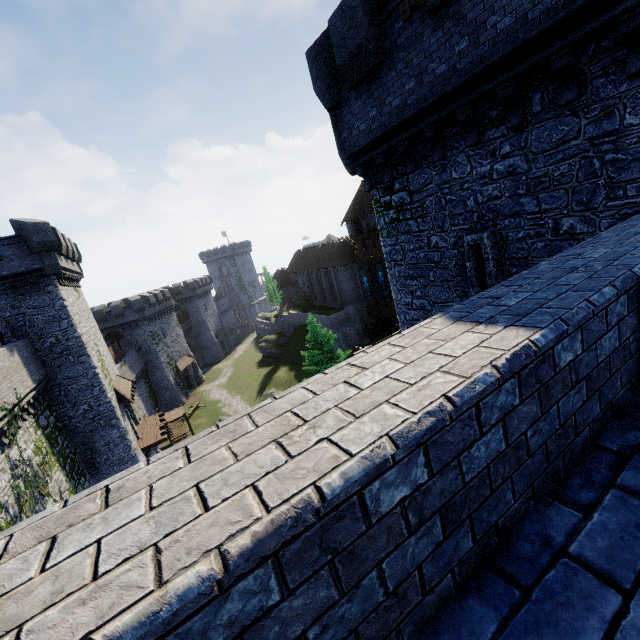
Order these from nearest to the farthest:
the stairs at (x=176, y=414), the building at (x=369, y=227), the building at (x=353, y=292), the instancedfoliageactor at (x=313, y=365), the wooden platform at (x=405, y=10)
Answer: the wooden platform at (x=405, y=10)
the instancedfoliageactor at (x=313, y=365)
the stairs at (x=176, y=414)
the building at (x=353, y=292)
the building at (x=369, y=227)

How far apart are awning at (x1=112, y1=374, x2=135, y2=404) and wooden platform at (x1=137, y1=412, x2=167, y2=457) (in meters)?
3.09

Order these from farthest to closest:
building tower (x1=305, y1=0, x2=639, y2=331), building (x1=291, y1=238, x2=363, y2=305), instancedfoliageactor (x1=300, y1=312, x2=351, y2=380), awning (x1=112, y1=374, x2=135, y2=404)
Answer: building (x1=291, y1=238, x2=363, y2=305)
instancedfoliageactor (x1=300, y1=312, x2=351, y2=380)
awning (x1=112, y1=374, x2=135, y2=404)
building tower (x1=305, y1=0, x2=639, y2=331)

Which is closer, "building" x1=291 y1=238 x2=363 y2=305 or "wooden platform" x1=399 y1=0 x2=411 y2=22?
"wooden platform" x1=399 y1=0 x2=411 y2=22

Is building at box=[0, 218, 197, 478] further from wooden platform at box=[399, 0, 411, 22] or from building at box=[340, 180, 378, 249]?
building at box=[340, 180, 378, 249]

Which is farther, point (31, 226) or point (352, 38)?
point (31, 226)

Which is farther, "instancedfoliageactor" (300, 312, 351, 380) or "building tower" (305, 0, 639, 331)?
"instancedfoliageactor" (300, 312, 351, 380)

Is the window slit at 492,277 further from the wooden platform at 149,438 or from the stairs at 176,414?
the stairs at 176,414
